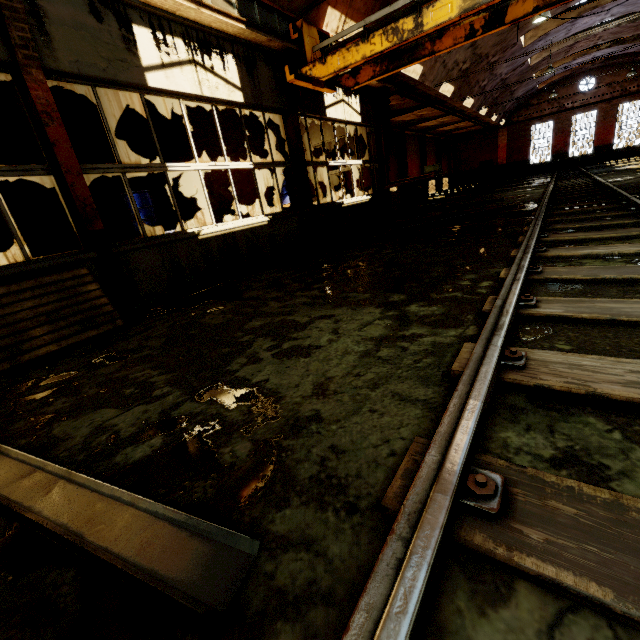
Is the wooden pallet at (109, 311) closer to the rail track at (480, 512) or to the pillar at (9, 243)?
the rail track at (480, 512)

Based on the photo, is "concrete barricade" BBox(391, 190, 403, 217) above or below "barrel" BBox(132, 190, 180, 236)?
below

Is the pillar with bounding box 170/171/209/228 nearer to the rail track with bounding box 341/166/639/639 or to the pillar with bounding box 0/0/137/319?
the pillar with bounding box 0/0/137/319

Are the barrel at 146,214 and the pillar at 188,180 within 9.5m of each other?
yes

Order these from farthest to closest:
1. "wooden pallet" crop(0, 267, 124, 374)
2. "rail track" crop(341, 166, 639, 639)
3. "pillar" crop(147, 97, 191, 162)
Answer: "pillar" crop(147, 97, 191, 162) < "wooden pallet" crop(0, 267, 124, 374) < "rail track" crop(341, 166, 639, 639)

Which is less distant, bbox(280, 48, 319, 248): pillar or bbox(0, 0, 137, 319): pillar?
bbox(0, 0, 137, 319): pillar

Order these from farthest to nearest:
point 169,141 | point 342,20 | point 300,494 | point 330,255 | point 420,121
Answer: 1. point 420,121
2. point 169,141
3. point 342,20
4. point 330,255
5. point 300,494

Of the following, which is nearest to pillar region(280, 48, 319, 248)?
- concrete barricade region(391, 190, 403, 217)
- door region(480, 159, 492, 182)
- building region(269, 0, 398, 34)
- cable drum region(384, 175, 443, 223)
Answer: building region(269, 0, 398, 34)
